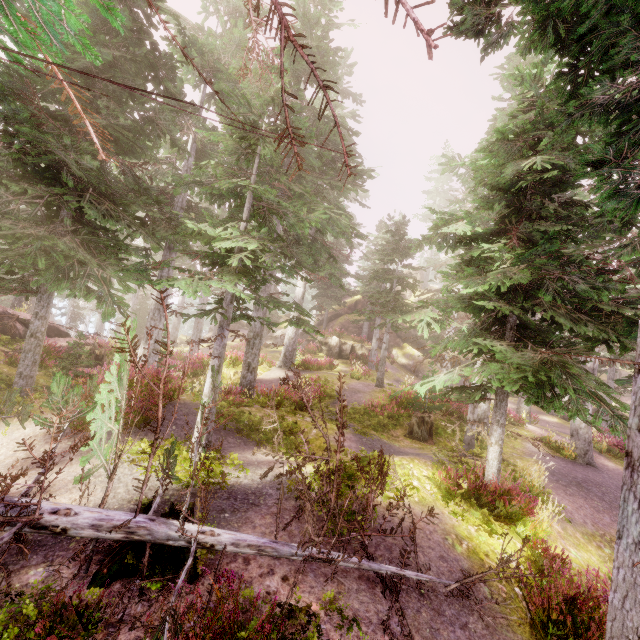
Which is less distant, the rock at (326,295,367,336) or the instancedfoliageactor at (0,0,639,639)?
the instancedfoliageactor at (0,0,639,639)

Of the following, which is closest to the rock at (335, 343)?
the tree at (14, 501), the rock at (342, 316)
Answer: the rock at (342, 316)

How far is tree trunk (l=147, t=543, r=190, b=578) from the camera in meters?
4.1

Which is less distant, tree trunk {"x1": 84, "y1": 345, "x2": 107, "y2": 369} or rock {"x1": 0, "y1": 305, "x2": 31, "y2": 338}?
rock {"x1": 0, "y1": 305, "x2": 31, "y2": 338}

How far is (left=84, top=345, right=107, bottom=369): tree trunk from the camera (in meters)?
17.33

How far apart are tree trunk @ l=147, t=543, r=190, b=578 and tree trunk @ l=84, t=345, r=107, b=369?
15.3 meters

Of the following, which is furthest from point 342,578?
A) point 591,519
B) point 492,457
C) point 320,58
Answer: point 320,58

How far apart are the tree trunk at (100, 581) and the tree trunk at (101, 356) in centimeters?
1530cm
